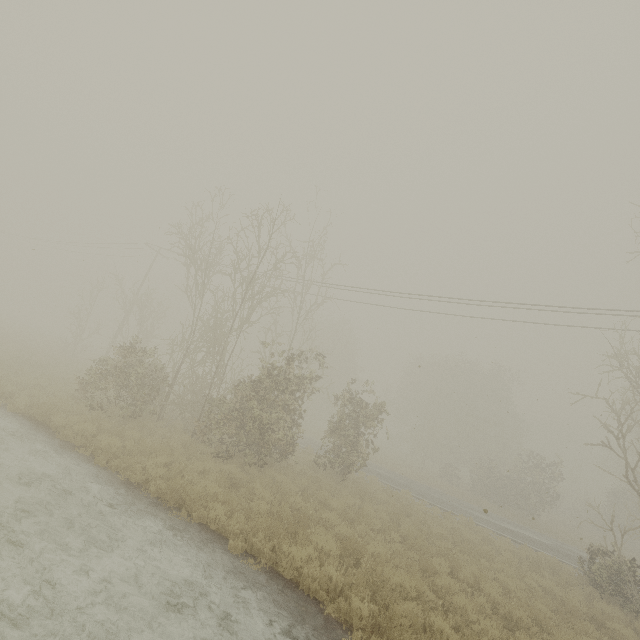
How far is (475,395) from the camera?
39.9m
